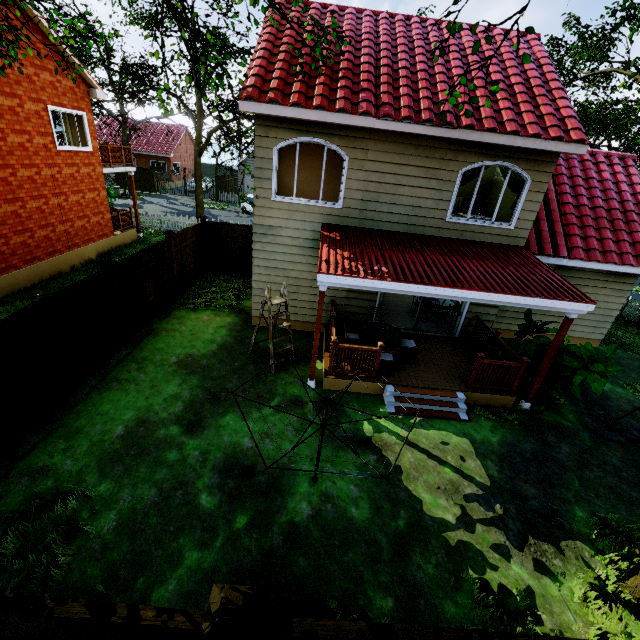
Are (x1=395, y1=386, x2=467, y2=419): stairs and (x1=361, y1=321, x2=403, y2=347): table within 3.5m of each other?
yes

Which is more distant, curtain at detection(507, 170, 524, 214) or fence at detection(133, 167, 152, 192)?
fence at detection(133, 167, 152, 192)

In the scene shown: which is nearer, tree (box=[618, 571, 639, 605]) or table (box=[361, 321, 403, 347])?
tree (box=[618, 571, 639, 605])

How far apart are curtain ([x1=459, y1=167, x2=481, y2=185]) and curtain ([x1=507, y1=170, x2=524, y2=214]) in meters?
0.2

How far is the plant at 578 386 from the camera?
7.2m

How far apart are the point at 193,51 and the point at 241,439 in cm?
866

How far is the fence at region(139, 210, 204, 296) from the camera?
11.7m

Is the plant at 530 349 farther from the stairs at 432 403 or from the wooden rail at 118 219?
the wooden rail at 118 219
